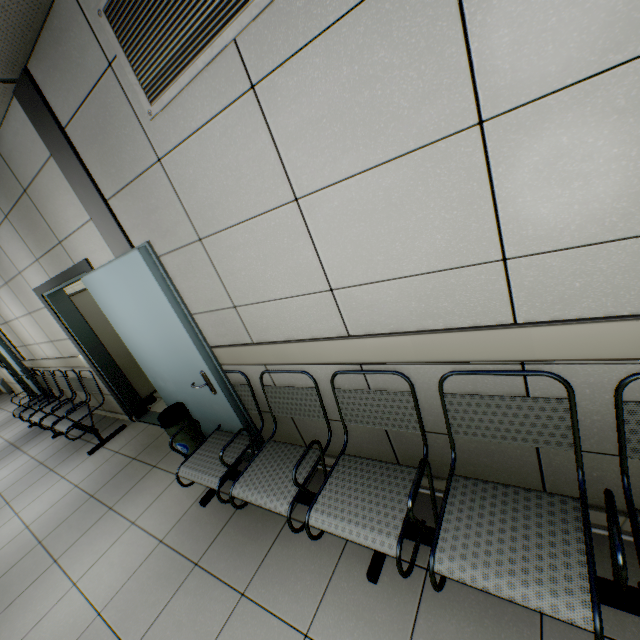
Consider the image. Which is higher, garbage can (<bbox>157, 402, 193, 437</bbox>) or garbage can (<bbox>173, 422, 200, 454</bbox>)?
garbage can (<bbox>157, 402, 193, 437</bbox>)

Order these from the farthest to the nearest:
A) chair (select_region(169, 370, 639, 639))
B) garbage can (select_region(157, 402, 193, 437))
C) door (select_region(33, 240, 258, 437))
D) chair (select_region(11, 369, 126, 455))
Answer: chair (select_region(11, 369, 126, 455))
garbage can (select_region(157, 402, 193, 437))
door (select_region(33, 240, 258, 437))
chair (select_region(169, 370, 639, 639))

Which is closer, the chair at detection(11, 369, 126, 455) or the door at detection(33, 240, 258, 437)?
the door at detection(33, 240, 258, 437)

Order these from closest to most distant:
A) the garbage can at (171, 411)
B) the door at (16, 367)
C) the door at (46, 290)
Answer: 1. the door at (46, 290)
2. the garbage can at (171, 411)
3. the door at (16, 367)

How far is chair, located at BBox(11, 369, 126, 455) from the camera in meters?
4.3 m

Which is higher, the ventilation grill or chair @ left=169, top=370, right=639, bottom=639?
the ventilation grill

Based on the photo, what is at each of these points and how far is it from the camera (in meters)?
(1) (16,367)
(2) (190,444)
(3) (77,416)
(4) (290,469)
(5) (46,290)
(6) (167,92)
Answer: (1) door, 6.50
(2) garbage can, 3.09
(3) chair, 4.45
(4) chair, 2.06
(5) door, 3.80
(6) ventilation grill, 1.59

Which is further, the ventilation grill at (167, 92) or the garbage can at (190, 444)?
the garbage can at (190, 444)
